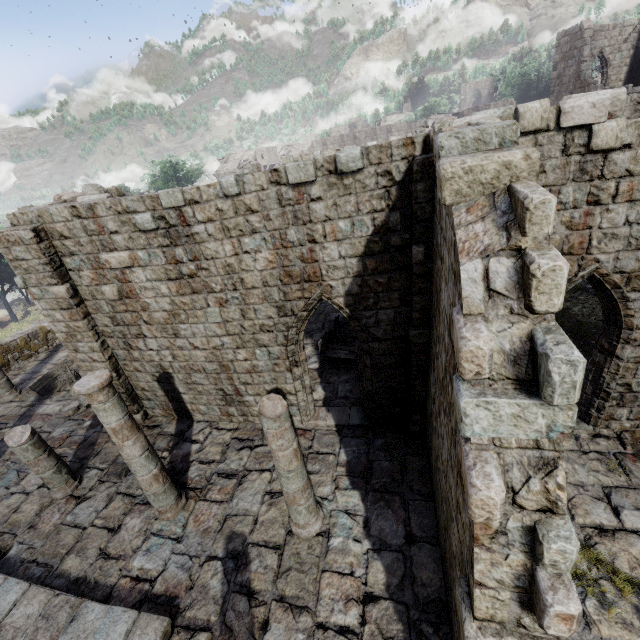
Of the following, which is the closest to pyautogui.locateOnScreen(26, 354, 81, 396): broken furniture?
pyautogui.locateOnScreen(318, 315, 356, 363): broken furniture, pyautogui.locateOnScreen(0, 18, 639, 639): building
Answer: pyautogui.locateOnScreen(0, 18, 639, 639): building

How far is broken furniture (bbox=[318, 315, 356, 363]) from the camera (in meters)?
11.61

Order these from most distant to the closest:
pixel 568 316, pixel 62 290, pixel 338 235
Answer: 1. pixel 568 316
2. pixel 62 290
3. pixel 338 235

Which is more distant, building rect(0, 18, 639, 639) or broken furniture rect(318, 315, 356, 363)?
broken furniture rect(318, 315, 356, 363)

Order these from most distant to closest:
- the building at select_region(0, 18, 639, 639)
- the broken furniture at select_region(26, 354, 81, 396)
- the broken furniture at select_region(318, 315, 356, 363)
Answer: the broken furniture at select_region(26, 354, 81, 396)
the broken furniture at select_region(318, 315, 356, 363)
the building at select_region(0, 18, 639, 639)

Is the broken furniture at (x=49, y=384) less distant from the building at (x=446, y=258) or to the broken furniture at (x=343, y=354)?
the building at (x=446, y=258)
